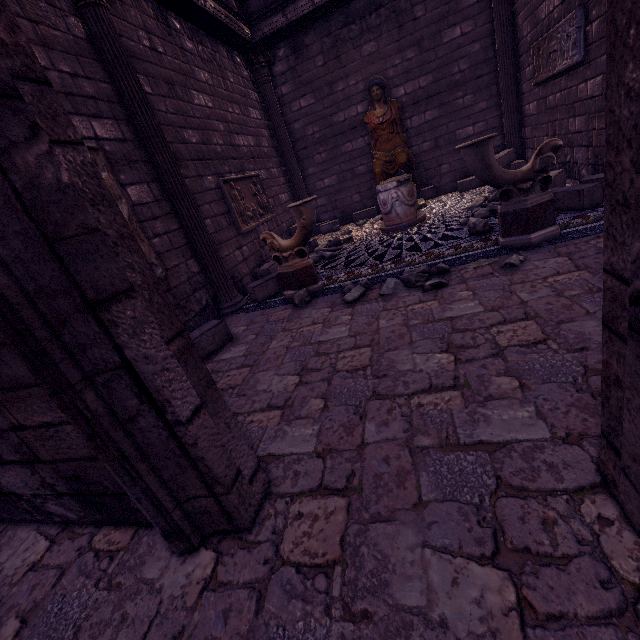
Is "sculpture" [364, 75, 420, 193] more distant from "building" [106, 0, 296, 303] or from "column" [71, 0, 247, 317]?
"column" [71, 0, 247, 317]

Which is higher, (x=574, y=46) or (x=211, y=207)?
(x=574, y=46)

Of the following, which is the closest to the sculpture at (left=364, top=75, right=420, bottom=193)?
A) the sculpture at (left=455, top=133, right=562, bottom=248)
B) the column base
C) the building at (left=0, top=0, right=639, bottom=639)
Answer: the building at (left=0, top=0, right=639, bottom=639)

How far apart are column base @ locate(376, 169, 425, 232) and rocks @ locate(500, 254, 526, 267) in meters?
2.7

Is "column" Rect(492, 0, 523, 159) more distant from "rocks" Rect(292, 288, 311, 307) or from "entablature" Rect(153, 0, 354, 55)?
"rocks" Rect(292, 288, 311, 307)

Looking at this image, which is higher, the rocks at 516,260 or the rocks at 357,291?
the rocks at 357,291

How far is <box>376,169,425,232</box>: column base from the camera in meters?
6.2

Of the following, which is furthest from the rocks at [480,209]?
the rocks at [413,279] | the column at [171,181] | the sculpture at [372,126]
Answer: the column at [171,181]
